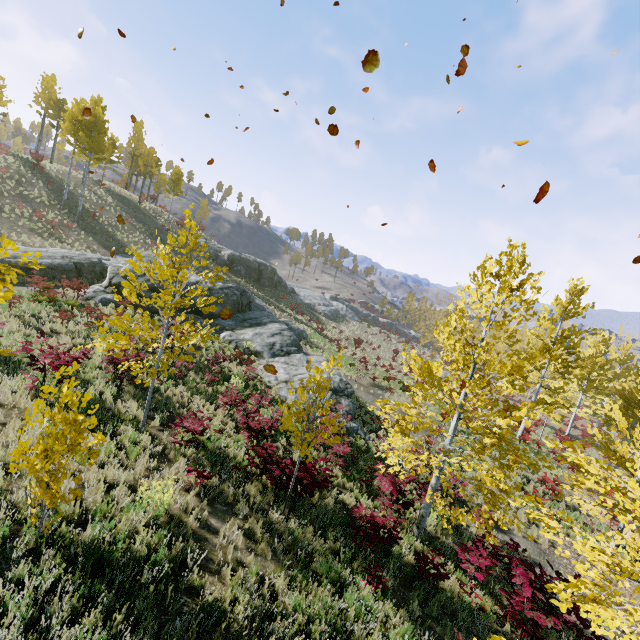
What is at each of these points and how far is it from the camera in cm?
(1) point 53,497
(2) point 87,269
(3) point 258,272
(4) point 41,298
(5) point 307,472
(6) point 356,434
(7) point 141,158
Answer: (1) instancedfoliageactor, 489
(2) rock, 2238
(3) rock, 4431
(4) instancedfoliageactor, 1539
(5) instancedfoliageactor, 845
(6) rock, 1595
(7) instancedfoliageactor, 4062

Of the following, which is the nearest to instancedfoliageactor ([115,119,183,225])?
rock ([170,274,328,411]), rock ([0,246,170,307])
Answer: rock ([170,274,328,411])

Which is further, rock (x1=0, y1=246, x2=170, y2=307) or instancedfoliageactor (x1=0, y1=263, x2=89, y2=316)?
rock (x1=0, y1=246, x2=170, y2=307)

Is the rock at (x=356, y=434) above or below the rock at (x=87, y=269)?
below

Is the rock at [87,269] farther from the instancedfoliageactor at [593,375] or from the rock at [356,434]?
the instancedfoliageactor at [593,375]

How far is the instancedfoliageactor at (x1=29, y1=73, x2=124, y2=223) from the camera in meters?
28.0 m

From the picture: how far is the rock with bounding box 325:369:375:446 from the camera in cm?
1558

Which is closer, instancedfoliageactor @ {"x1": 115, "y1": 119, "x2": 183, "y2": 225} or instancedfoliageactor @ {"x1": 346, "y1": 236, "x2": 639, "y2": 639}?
instancedfoliageactor @ {"x1": 346, "y1": 236, "x2": 639, "y2": 639}
